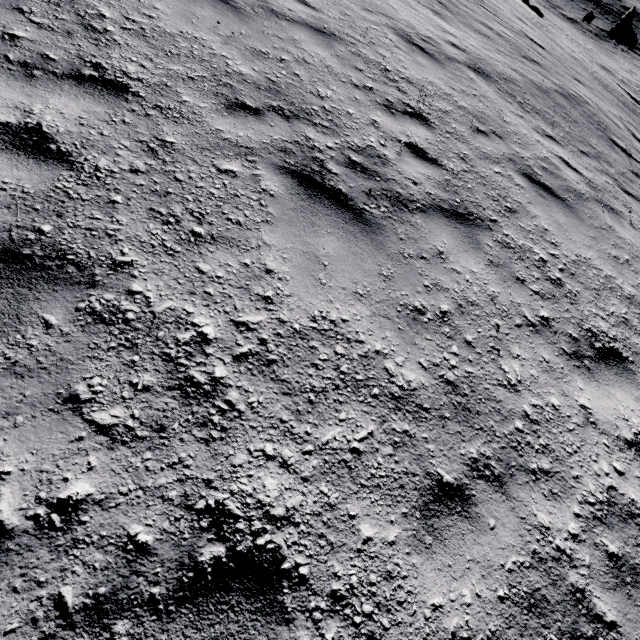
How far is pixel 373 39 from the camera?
5.9m
